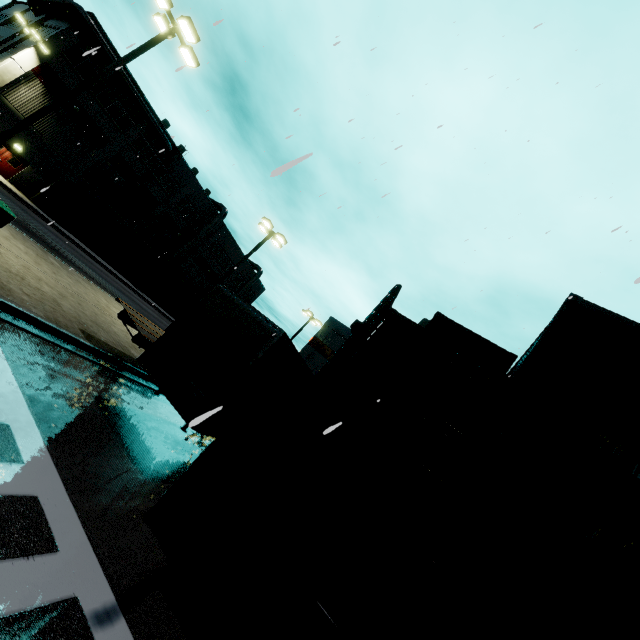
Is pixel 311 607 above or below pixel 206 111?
below

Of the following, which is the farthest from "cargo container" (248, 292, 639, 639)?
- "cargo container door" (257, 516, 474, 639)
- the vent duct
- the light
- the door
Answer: the light

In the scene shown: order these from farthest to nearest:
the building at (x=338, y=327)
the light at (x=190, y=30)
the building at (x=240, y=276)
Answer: the building at (x=240, y=276), the building at (x=338, y=327), the light at (x=190, y=30)

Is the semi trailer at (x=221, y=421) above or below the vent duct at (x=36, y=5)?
below

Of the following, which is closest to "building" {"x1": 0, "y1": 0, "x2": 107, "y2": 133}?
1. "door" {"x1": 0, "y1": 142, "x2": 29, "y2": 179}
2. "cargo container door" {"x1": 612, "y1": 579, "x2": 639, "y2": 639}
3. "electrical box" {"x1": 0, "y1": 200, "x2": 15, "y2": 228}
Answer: "door" {"x1": 0, "y1": 142, "x2": 29, "y2": 179}

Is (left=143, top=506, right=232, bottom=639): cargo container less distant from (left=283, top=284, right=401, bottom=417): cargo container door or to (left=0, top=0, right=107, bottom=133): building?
(left=283, top=284, right=401, bottom=417): cargo container door

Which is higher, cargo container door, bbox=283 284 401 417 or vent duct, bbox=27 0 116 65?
vent duct, bbox=27 0 116 65

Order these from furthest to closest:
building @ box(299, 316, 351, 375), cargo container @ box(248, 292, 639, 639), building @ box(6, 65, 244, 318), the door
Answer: building @ box(6, 65, 244, 318)
building @ box(299, 316, 351, 375)
the door
cargo container @ box(248, 292, 639, 639)
